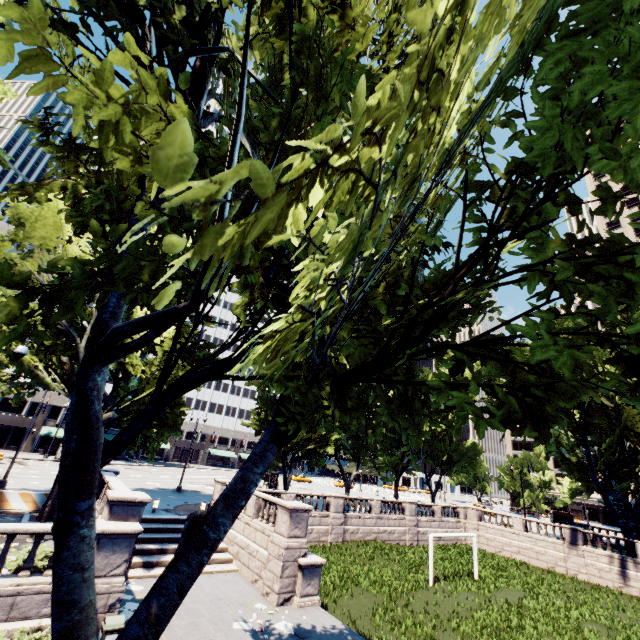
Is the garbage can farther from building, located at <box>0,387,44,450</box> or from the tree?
building, located at <box>0,387,44,450</box>

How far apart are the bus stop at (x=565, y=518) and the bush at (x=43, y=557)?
72.5 meters

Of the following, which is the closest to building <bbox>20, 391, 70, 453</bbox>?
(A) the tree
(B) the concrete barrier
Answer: (A) the tree

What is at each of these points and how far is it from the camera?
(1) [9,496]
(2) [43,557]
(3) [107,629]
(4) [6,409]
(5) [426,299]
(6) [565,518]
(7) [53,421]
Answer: (1) concrete barrier, 17.3m
(2) bush, 11.3m
(3) garbage can, 9.5m
(4) building, 47.5m
(5) tree, 5.7m
(6) bus stop, 57.1m
(7) building, 50.2m

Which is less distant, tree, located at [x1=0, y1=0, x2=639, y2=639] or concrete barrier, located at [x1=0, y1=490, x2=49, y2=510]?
tree, located at [x1=0, y1=0, x2=639, y2=639]

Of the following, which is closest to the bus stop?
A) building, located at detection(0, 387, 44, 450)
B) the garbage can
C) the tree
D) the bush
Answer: the tree

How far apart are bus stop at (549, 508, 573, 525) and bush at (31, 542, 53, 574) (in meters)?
72.48

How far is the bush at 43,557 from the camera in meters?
10.5 m
